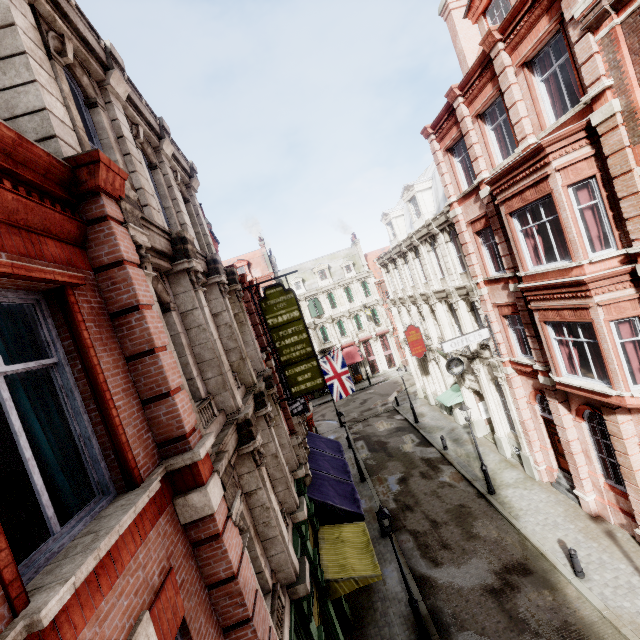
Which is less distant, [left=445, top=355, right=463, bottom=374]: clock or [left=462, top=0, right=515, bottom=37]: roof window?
[left=462, top=0, right=515, bottom=37]: roof window

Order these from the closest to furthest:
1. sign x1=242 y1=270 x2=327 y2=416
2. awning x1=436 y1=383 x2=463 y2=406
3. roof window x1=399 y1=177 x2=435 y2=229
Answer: sign x1=242 y1=270 x2=327 y2=416 < roof window x1=399 y1=177 x2=435 y2=229 < awning x1=436 y1=383 x2=463 y2=406

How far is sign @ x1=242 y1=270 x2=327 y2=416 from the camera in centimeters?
1232cm

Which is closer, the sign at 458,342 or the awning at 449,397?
the sign at 458,342

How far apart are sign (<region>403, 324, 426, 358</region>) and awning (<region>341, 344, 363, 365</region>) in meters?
18.7

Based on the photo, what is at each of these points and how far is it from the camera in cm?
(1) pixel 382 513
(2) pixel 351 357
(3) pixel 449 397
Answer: (1) street light, 1053
(2) awning, 4278
(3) awning, 2236

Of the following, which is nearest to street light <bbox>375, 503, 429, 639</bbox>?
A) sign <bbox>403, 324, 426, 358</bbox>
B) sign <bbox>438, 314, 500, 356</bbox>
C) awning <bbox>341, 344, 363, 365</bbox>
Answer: sign <bbox>438, 314, 500, 356</bbox>

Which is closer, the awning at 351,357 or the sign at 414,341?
the sign at 414,341
